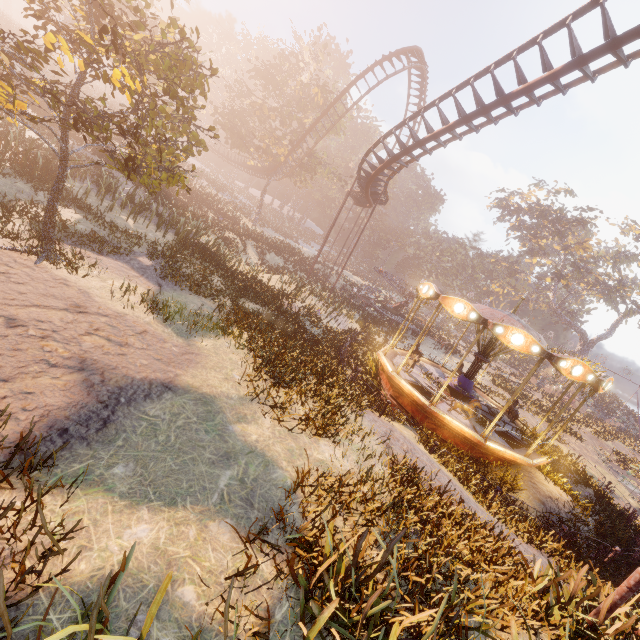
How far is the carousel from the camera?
10.20m

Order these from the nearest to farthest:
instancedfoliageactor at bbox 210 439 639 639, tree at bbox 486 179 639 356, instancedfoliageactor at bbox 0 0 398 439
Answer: instancedfoliageactor at bbox 210 439 639 639
instancedfoliageactor at bbox 0 0 398 439
tree at bbox 486 179 639 356

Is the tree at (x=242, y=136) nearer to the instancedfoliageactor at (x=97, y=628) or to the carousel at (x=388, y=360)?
the carousel at (x=388, y=360)

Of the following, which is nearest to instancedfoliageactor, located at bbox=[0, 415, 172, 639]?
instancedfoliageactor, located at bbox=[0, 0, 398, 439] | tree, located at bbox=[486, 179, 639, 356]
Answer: instancedfoliageactor, located at bbox=[0, 0, 398, 439]

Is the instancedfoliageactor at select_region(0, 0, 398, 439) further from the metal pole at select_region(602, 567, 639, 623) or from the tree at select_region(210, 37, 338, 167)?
the tree at select_region(210, 37, 338, 167)

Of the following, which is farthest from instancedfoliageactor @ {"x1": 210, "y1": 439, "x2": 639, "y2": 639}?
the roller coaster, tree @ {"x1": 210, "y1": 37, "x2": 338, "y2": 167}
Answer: tree @ {"x1": 210, "y1": 37, "x2": 338, "y2": 167}

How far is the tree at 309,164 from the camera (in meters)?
36.91

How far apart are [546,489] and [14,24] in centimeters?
5988cm
